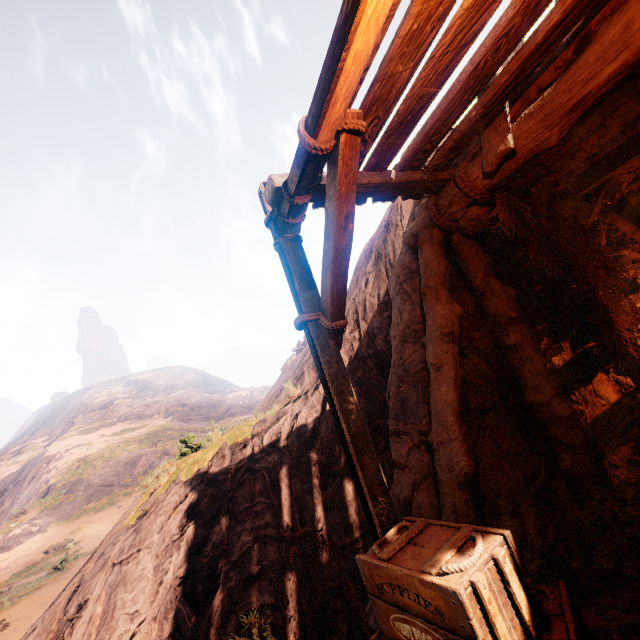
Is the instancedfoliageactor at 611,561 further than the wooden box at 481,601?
Yes

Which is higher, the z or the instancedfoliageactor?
the z

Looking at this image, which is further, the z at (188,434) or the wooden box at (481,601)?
the z at (188,434)

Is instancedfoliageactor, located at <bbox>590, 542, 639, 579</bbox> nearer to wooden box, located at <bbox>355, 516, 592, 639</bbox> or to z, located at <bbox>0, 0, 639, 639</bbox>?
z, located at <bbox>0, 0, 639, 639</bbox>

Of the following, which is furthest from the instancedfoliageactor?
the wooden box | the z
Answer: the wooden box

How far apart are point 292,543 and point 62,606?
3.0m
